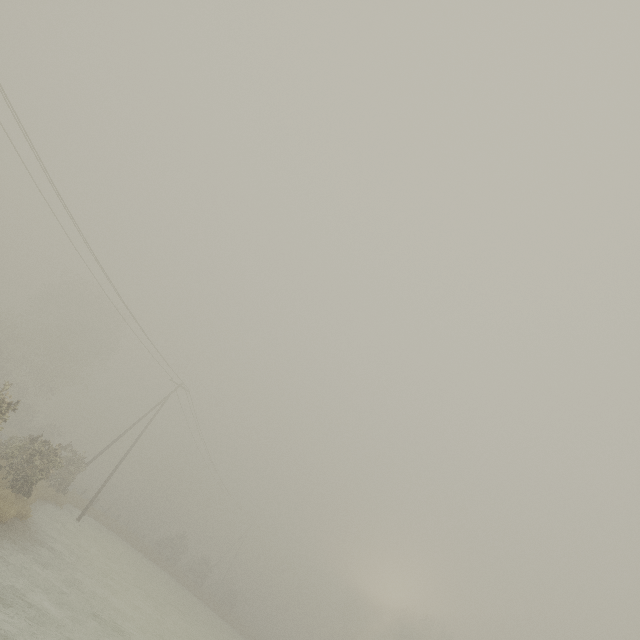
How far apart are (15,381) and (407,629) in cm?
6233
